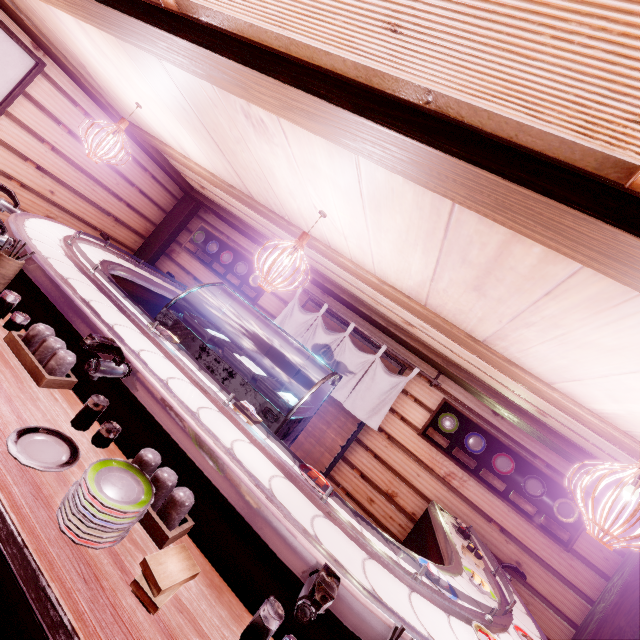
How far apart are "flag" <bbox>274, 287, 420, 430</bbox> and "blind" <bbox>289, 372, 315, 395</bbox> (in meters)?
0.26

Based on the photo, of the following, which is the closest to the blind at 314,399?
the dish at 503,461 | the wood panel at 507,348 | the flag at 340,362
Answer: the flag at 340,362

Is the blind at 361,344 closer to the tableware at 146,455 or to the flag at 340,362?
the flag at 340,362

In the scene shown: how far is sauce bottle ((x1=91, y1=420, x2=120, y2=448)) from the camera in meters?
2.9 m

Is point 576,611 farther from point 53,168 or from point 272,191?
point 53,168

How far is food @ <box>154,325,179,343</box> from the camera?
4.3m

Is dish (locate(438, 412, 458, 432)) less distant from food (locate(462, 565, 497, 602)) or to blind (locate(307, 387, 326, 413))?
blind (locate(307, 387, 326, 413))

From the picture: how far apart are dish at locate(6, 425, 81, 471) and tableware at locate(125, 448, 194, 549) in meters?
0.3
